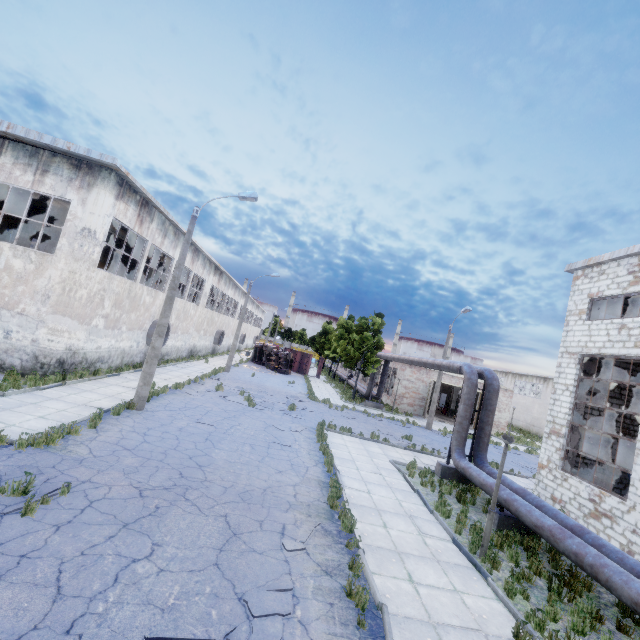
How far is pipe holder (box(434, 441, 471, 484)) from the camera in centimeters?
1440cm

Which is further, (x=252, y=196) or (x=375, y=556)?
(x=252, y=196)

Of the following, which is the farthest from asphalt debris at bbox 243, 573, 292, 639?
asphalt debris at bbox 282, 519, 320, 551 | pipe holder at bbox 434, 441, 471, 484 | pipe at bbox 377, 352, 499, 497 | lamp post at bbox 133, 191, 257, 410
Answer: pipe holder at bbox 434, 441, 471, 484

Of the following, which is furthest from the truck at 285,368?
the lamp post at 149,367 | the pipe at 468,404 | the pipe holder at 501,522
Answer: the pipe holder at 501,522

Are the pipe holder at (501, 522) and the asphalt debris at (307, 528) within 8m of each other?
yes

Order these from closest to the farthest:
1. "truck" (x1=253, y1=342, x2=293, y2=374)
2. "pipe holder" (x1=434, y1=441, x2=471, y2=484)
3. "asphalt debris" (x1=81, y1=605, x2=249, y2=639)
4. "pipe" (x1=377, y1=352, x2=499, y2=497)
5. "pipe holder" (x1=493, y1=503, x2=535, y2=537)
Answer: "asphalt debris" (x1=81, y1=605, x2=249, y2=639) < "pipe holder" (x1=493, y1=503, x2=535, y2=537) < "pipe" (x1=377, y1=352, x2=499, y2=497) < "pipe holder" (x1=434, y1=441, x2=471, y2=484) < "truck" (x1=253, y1=342, x2=293, y2=374)

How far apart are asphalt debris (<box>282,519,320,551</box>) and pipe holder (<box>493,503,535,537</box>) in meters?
6.5

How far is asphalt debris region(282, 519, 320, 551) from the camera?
6.83m
